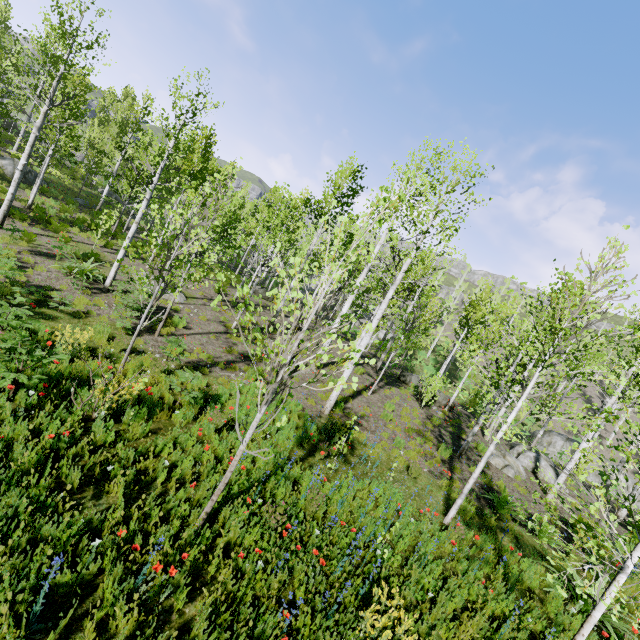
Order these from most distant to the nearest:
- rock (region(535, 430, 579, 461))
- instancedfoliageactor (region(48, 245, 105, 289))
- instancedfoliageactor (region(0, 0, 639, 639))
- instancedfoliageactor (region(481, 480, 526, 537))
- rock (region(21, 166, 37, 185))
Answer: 1. rock (region(535, 430, 579, 461))
2. rock (region(21, 166, 37, 185))
3. instancedfoliageactor (region(48, 245, 105, 289))
4. instancedfoliageactor (region(481, 480, 526, 537))
5. instancedfoliageactor (region(0, 0, 639, 639))

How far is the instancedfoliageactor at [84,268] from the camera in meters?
11.0

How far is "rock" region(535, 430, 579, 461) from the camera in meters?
26.5

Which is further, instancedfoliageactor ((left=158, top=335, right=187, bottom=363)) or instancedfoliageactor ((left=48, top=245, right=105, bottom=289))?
instancedfoliageactor ((left=48, top=245, right=105, bottom=289))

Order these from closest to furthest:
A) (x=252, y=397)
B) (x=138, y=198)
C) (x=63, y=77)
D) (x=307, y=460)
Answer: (x=307, y=460)
(x=252, y=397)
(x=63, y=77)
(x=138, y=198)

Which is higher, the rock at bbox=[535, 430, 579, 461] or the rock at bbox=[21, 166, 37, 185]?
the rock at bbox=[535, 430, 579, 461]

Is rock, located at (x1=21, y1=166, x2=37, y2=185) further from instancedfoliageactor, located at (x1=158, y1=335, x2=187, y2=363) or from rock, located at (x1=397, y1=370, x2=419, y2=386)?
rock, located at (x1=397, y1=370, x2=419, y2=386)

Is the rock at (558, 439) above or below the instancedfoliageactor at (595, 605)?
below
